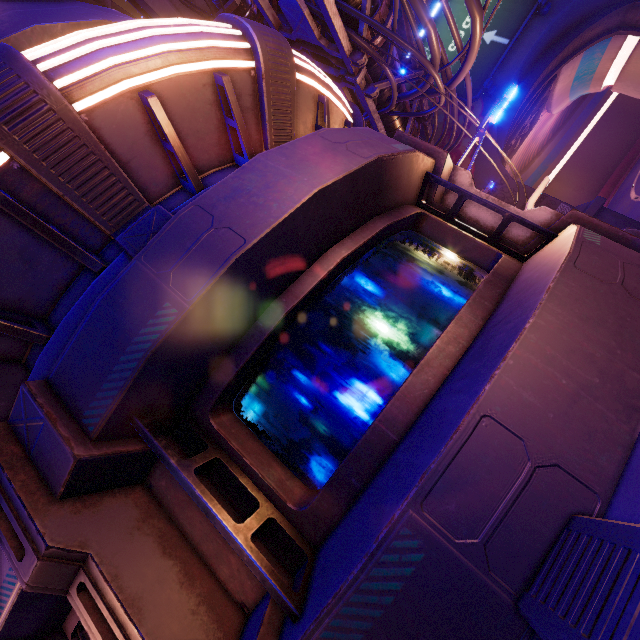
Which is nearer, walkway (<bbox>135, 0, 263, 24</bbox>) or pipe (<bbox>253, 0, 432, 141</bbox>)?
pipe (<bbox>253, 0, 432, 141</bbox>)

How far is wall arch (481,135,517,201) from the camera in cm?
1992

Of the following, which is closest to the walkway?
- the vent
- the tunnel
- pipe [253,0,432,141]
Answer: pipe [253,0,432,141]

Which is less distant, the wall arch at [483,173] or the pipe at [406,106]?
the pipe at [406,106]

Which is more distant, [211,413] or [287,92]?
[287,92]

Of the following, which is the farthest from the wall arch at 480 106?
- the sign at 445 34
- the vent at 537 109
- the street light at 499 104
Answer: the street light at 499 104

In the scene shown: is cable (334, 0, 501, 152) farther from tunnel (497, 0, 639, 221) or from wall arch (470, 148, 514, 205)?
tunnel (497, 0, 639, 221)

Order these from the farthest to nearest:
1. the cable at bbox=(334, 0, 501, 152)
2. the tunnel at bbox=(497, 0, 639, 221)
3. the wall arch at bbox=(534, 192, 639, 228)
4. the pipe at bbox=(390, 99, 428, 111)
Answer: the tunnel at bbox=(497, 0, 639, 221), the wall arch at bbox=(534, 192, 639, 228), the pipe at bbox=(390, 99, 428, 111), the cable at bbox=(334, 0, 501, 152)
